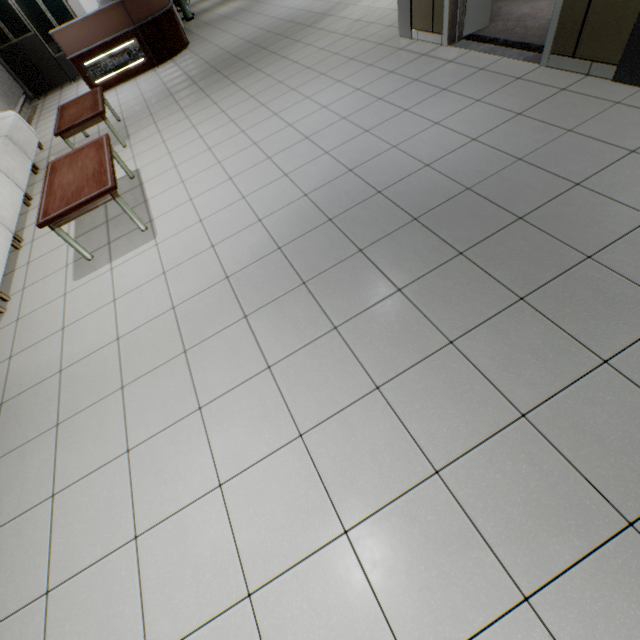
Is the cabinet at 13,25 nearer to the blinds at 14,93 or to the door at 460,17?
the blinds at 14,93

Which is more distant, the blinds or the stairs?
the blinds

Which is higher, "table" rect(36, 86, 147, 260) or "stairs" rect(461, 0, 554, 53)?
"table" rect(36, 86, 147, 260)

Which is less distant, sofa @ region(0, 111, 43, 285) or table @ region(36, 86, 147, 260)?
table @ region(36, 86, 147, 260)

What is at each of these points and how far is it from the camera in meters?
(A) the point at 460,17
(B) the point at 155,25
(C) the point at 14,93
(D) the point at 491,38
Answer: (A) door, 3.9 m
(B) desk, 7.2 m
(C) blinds, 8.2 m
(D) stairs, 3.9 m

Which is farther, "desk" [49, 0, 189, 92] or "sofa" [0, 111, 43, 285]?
"desk" [49, 0, 189, 92]

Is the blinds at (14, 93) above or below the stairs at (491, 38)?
above

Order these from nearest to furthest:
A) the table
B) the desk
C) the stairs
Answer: the table < the stairs < the desk
